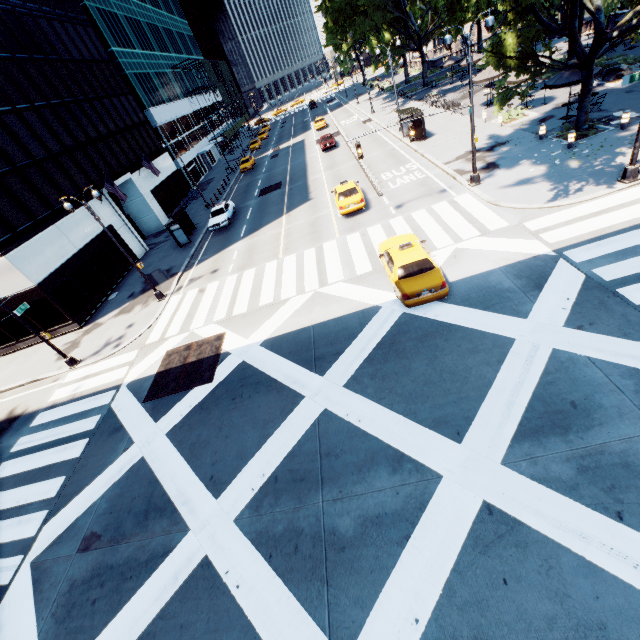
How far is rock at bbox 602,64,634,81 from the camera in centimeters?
2284cm

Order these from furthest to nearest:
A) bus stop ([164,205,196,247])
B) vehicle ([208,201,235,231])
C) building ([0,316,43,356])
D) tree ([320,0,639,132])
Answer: vehicle ([208,201,235,231]) → bus stop ([164,205,196,247]) → building ([0,316,43,356]) → tree ([320,0,639,132])

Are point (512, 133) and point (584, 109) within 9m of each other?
yes

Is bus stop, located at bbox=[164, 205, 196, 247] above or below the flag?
below

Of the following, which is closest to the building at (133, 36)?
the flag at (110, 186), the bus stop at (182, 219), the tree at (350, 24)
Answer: the flag at (110, 186)

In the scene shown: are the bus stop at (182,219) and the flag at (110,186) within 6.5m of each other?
yes

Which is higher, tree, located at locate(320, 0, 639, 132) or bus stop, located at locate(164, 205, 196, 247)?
tree, located at locate(320, 0, 639, 132)

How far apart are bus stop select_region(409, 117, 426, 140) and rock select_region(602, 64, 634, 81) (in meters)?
12.71
